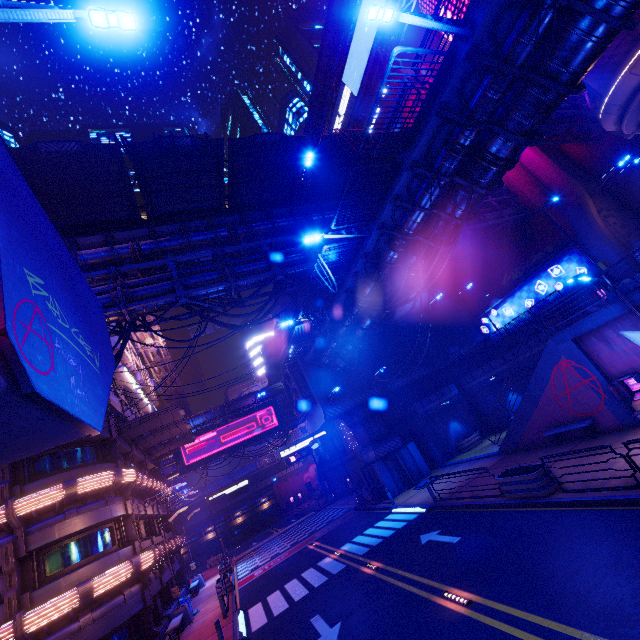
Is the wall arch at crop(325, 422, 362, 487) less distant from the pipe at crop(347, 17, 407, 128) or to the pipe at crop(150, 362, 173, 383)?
the pipe at crop(150, 362, 173, 383)

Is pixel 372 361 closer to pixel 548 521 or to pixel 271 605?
pixel 271 605

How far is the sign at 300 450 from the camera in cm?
2848

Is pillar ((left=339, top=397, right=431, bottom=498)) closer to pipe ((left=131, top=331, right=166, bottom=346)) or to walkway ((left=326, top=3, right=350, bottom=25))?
pipe ((left=131, top=331, right=166, bottom=346))

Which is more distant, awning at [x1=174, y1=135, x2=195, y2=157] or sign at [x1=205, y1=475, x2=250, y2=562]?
sign at [x1=205, y1=475, x2=250, y2=562]

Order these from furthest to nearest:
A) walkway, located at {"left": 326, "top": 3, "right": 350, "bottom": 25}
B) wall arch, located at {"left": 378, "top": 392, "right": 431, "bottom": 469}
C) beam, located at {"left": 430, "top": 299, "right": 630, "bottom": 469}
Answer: walkway, located at {"left": 326, "top": 3, "right": 350, "bottom": 25} → wall arch, located at {"left": 378, "top": 392, "right": 431, "bottom": 469} → beam, located at {"left": 430, "top": 299, "right": 630, "bottom": 469}

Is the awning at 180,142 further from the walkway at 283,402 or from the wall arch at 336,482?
the walkway at 283,402

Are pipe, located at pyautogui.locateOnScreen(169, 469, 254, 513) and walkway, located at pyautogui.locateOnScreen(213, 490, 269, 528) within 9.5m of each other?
yes
